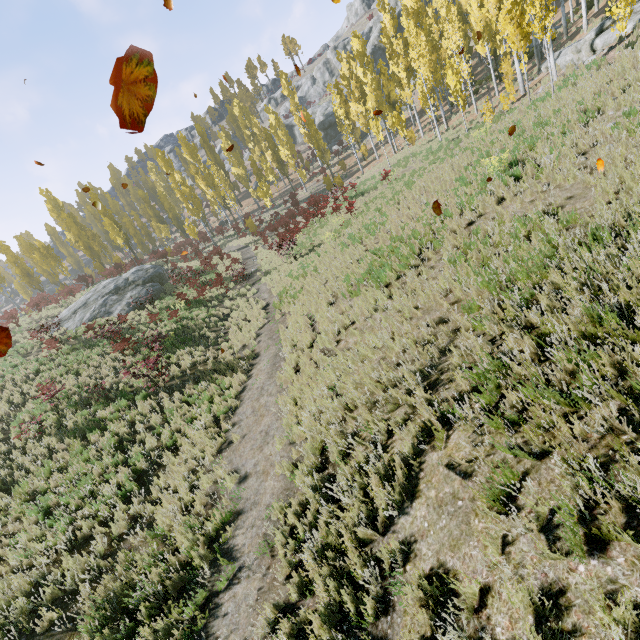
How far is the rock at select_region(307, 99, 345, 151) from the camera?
51.25m

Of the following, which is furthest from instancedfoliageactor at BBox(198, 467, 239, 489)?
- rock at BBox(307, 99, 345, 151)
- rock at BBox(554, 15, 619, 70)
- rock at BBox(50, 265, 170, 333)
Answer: rock at BBox(307, 99, 345, 151)

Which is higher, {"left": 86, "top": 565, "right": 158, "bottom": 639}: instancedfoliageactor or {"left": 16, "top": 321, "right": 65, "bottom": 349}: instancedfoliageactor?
{"left": 16, "top": 321, "right": 65, "bottom": 349}: instancedfoliageactor

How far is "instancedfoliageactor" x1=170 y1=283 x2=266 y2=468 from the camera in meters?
8.5

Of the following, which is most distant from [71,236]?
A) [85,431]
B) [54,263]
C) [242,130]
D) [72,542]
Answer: [72,542]

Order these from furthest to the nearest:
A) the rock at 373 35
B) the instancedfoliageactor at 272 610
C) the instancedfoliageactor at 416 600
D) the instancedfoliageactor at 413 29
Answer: the rock at 373 35, the instancedfoliageactor at 413 29, the instancedfoliageactor at 272 610, the instancedfoliageactor at 416 600

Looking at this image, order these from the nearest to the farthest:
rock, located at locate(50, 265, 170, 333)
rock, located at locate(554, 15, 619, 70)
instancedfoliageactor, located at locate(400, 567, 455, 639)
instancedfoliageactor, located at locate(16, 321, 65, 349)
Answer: instancedfoliageactor, located at locate(400, 567, 455, 639)
rock, located at locate(554, 15, 619, 70)
instancedfoliageactor, located at locate(16, 321, 65, 349)
rock, located at locate(50, 265, 170, 333)

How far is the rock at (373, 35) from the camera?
52.3 meters
